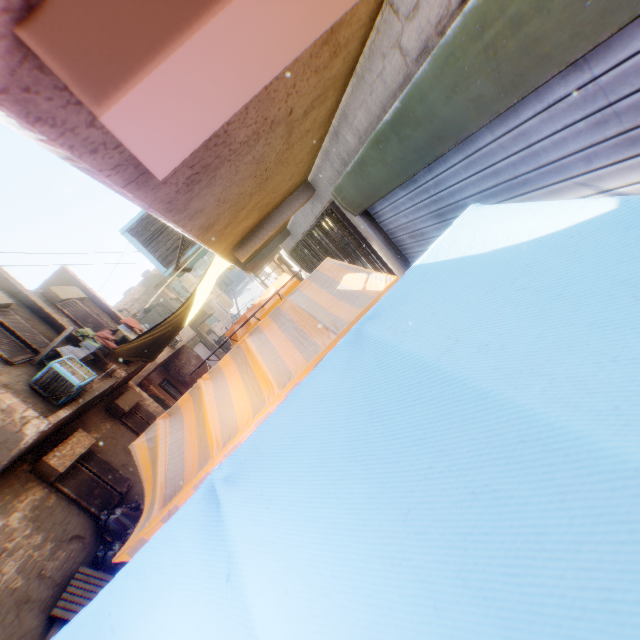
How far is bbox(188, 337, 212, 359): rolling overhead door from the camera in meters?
23.3 m

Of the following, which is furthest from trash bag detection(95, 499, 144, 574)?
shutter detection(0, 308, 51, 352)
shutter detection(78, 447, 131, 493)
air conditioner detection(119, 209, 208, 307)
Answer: shutter detection(0, 308, 51, 352)

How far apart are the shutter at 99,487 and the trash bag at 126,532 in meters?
0.0

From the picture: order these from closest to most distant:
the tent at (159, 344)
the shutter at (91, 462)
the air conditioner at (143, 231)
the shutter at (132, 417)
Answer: the air conditioner at (143, 231)
the shutter at (91, 462)
the tent at (159, 344)
the shutter at (132, 417)

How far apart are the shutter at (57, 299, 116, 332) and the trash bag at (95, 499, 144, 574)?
2.66m

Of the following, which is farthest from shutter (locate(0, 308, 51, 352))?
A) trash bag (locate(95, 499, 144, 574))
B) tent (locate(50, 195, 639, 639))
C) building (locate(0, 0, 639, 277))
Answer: trash bag (locate(95, 499, 144, 574))

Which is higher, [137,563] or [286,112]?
[286,112]

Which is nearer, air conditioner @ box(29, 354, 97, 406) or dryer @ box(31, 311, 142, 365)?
air conditioner @ box(29, 354, 97, 406)
